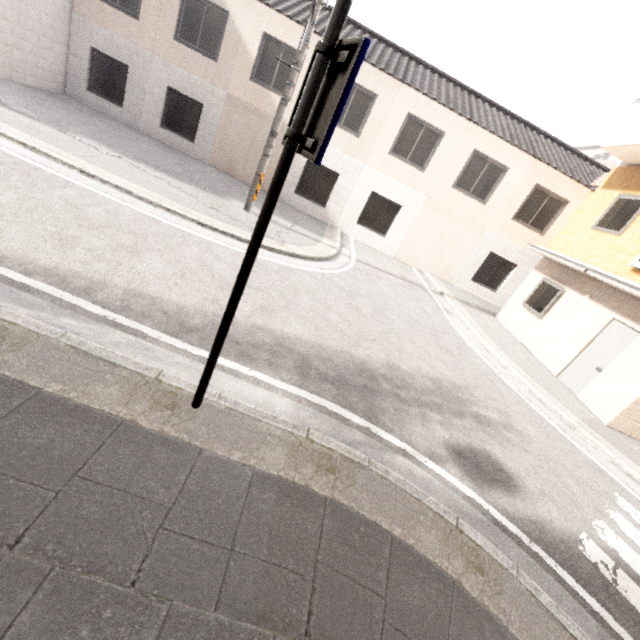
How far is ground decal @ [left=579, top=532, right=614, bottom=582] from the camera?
3.5 meters

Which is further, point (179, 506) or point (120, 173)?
point (120, 173)

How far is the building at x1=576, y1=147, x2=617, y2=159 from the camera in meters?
29.2

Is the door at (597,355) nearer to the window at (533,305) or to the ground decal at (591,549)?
the window at (533,305)

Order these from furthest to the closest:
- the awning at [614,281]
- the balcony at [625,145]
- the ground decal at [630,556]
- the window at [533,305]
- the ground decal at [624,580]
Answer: the window at [533,305]
the balcony at [625,145]
the awning at [614,281]
the ground decal at [630,556]
the ground decal at [624,580]

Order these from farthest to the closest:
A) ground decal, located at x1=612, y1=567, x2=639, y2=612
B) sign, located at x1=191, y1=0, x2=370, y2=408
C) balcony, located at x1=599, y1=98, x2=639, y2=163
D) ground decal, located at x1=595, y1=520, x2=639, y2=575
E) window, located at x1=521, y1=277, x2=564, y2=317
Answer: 1. window, located at x1=521, y1=277, x2=564, y2=317
2. balcony, located at x1=599, y1=98, x2=639, y2=163
3. ground decal, located at x1=595, y1=520, x2=639, y2=575
4. ground decal, located at x1=612, y1=567, x2=639, y2=612
5. sign, located at x1=191, y1=0, x2=370, y2=408

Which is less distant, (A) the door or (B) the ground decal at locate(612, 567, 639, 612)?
(B) the ground decal at locate(612, 567, 639, 612)

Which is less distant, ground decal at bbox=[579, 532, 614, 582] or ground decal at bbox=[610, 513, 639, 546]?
ground decal at bbox=[579, 532, 614, 582]
